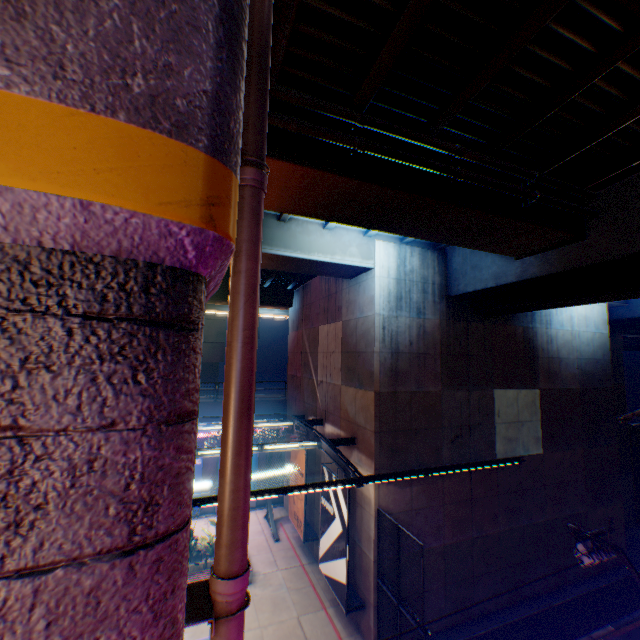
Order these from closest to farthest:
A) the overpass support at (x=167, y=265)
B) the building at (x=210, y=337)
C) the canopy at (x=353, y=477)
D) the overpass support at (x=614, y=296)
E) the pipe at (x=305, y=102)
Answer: the overpass support at (x=167, y=265) → the overpass support at (x=614, y=296) → the pipe at (x=305, y=102) → the canopy at (x=353, y=477) → the building at (x=210, y=337)

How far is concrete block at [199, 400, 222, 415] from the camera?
21.0m

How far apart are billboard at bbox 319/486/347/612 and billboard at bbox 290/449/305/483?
2.0 meters

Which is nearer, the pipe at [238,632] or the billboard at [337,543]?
the pipe at [238,632]

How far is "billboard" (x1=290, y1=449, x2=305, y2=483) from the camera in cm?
1641

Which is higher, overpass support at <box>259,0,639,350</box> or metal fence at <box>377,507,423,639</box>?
overpass support at <box>259,0,639,350</box>

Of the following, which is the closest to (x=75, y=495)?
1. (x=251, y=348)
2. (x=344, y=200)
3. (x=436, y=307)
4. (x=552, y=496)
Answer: (x=251, y=348)

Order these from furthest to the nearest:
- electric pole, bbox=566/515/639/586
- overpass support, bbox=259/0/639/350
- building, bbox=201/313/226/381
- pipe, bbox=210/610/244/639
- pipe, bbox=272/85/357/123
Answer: building, bbox=201/313/226/381 < electric pole, bbox=566/515/639/586 < pipe, bbox=272/85/357/123 < overpass support, bbox=259/0/639/350 < pipe, bbox=210/610/244/639
